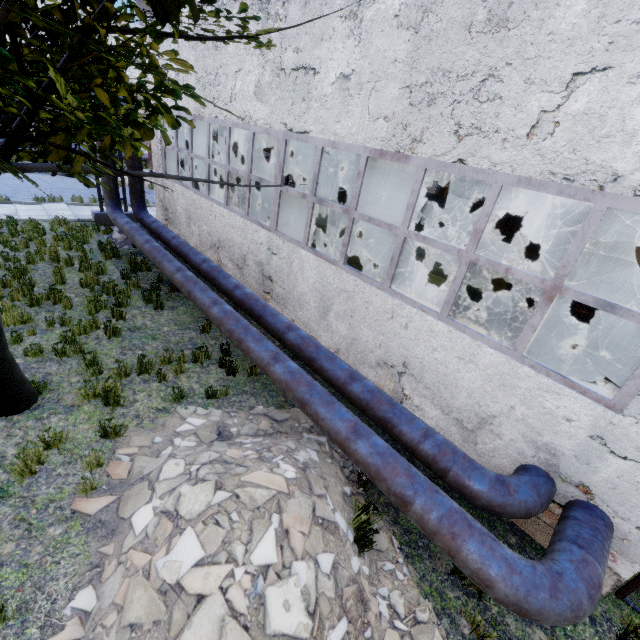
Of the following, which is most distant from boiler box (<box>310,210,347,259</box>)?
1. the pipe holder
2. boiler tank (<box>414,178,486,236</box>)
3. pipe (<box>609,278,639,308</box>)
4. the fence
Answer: the pipe holder

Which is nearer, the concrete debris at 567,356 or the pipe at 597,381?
the pipe at 597,381

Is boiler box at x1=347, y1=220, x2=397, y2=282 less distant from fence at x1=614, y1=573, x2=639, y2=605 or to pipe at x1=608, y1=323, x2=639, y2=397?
pipe at x1=608, y1=323, x2=639, y2=397

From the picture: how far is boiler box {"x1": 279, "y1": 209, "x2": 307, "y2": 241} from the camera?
9.6m

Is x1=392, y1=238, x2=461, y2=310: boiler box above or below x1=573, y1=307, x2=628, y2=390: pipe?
above

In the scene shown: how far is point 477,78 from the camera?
4.6m

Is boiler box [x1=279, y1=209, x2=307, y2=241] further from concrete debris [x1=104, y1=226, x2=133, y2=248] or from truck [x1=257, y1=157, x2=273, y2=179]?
truck [x1=257, y1=157, x2=273, y2=179]

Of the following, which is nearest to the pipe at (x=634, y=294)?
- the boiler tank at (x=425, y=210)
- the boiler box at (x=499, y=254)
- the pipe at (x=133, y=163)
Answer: the pipe at (x=133, y=163)
